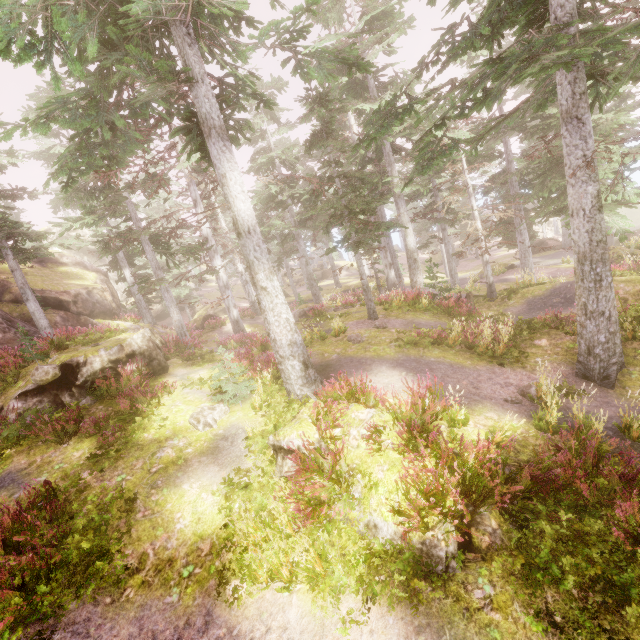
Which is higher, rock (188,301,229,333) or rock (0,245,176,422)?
rock (0,245,176,422)

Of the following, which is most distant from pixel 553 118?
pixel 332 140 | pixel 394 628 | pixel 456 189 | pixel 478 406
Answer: pixel 394 628

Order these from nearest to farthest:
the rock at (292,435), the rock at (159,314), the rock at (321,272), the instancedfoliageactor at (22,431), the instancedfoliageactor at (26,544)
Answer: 1. the instancedfoliageactor at (26,544)
2. the rock at (292,435)
3. the instancedfoliageactor at (22,431)
4. the rock at (159,314)
5. the rock at (321,272)

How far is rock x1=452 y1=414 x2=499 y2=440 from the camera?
6.5 meters

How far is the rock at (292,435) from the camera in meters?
7.2

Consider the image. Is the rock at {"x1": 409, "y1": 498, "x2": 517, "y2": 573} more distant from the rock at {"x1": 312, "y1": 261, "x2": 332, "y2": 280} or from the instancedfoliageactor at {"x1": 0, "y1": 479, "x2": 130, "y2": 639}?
the rock at {"x1": 312, "y1": 261, "x2": 332, "y2": 280}

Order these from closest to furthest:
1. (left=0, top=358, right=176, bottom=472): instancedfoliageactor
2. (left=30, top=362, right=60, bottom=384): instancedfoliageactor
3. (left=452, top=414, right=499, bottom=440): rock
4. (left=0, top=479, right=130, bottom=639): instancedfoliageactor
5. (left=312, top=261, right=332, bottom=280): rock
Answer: (left=0, top=479, right=130, bottom=639): instancedfoliageactor < (left=452, top=414, right=499, bottom=440): rock < (left=0, top=358, right=176, bottom=472): instancedfoliageactor < (left=30, top=362, right=60, bottom=384): instancedfoliageactor < (left=312, top=261, right=332, bottom=280): rock

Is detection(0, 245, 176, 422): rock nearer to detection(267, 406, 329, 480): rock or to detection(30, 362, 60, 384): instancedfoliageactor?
detection(30, 362, 60, 384): instancedfoliageactor
